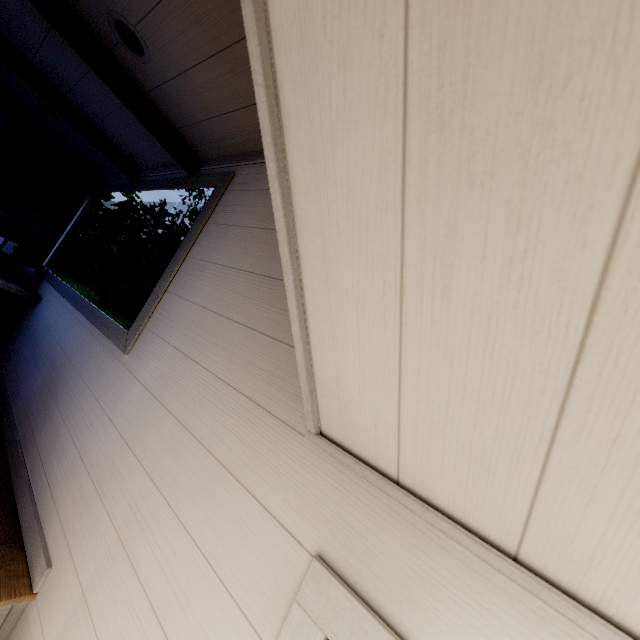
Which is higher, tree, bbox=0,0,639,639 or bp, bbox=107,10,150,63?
bp, bbox=107,10,150,63

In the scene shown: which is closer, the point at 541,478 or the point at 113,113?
the point at 541,478

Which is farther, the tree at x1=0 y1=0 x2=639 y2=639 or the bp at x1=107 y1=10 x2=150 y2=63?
the bp at x1=107 y1=10 x2=150 y2=63

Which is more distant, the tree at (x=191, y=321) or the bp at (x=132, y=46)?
the bp at (x=132, y=46)

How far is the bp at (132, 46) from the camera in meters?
1.5

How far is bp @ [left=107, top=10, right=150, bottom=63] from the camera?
1.5 meters
